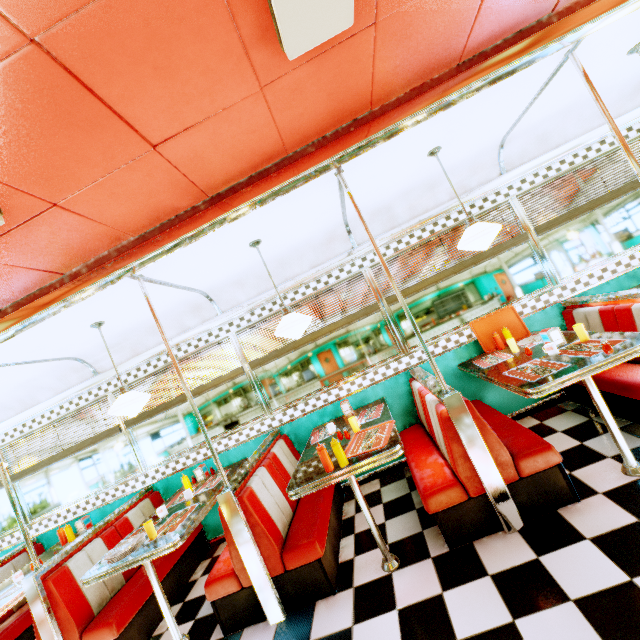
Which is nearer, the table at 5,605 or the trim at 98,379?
the table at 5,605

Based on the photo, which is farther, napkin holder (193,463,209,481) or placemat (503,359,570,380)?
napkin holder (193,463,209,481)

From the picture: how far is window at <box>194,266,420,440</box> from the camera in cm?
416

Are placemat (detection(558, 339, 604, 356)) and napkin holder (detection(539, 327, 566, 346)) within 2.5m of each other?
yes

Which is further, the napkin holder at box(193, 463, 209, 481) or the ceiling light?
the napkin holder at box(193, 463, 209, 481)

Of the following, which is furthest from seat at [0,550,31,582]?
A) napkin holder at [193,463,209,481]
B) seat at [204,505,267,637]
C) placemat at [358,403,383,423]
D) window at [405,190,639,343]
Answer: placemat at [358,403,383,423]

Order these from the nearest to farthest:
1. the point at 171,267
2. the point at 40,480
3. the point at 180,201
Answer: the point at 180,201
the point at 171,267
the point at 40,480

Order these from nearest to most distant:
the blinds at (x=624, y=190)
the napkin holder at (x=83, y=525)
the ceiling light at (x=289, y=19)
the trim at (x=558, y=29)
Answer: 1. the ceiling light at (x=289, y=19)
2. the trim at (x=558, y=29)
3. the blinds at (x=624, y=190)
4. the napkin holder at (x=83, y=525)
